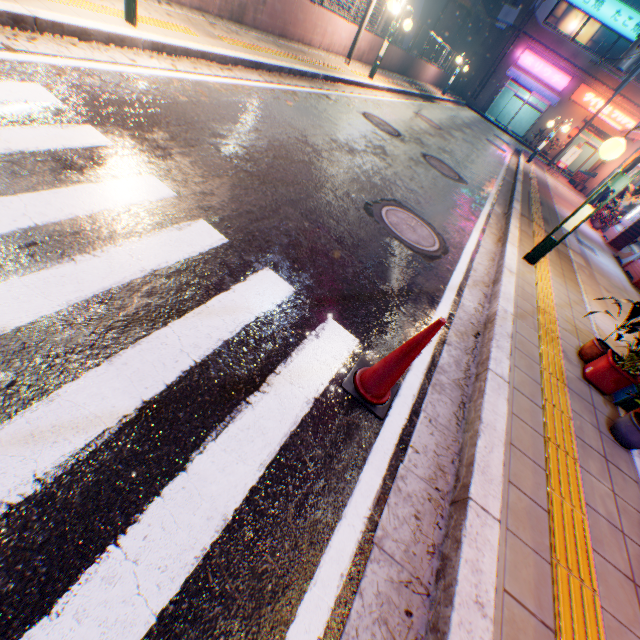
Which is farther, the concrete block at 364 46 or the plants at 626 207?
the concrete block at 364 46

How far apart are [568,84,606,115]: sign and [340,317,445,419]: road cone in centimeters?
3739cm

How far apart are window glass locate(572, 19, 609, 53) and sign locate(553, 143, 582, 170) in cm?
1508

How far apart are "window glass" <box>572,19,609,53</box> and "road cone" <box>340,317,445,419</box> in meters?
38.3 m

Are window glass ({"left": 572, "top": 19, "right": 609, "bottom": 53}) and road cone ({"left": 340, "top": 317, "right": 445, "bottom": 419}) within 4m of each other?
no

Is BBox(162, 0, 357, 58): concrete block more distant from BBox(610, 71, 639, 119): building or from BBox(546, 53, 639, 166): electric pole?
BBox(546, 53, 639, 166): electric pole

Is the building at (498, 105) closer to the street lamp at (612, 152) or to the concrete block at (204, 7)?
the concrete block at (204, 7)

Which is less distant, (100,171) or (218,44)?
(100,171)
